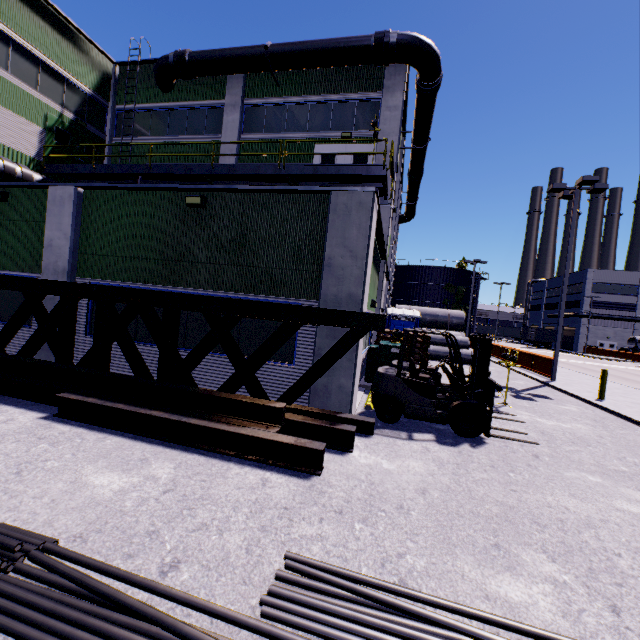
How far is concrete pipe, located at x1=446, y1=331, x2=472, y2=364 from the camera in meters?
20.5

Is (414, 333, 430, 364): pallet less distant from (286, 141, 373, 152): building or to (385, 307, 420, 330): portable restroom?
(286, 141, 373, 152): building

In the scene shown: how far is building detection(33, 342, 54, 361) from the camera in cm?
882

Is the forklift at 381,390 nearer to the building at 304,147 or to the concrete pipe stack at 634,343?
the building at 304,147

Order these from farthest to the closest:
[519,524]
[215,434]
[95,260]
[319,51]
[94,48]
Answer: [94,48]
[319,51]
[95,260]
[215,434]
[519,524]

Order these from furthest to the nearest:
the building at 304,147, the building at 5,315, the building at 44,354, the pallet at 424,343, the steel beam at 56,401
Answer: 1. the building at 304,147
2. the pallet at 424,343
3. the building at 5,315
4. the building at 44,354
5. the steel beam at 56,401

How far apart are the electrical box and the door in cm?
1770
